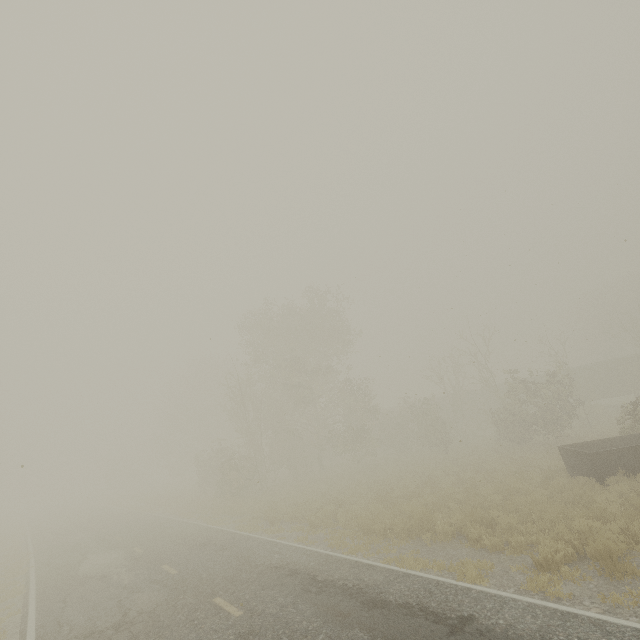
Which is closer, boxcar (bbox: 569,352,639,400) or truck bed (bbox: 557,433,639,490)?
truck bed (bbox: 557,433,639,490)

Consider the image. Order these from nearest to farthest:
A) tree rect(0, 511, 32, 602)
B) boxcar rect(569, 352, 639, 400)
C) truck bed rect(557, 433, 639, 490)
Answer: truck bed rect(557, 433, 639, 490)
tree rect(0, 511, 32, 602)
boxcar rect(569, 352, 639, 400)

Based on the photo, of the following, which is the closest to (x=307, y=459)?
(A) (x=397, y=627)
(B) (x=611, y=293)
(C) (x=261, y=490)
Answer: (C) (x=261, y=490)

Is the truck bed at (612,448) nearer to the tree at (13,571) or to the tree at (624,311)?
the tree at (13,571)

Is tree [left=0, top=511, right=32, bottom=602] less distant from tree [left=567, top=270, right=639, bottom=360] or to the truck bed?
tree [left=567, top=270, right=639, bottom=360]

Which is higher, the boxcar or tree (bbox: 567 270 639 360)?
tree (bbox: 567 270 639 360)

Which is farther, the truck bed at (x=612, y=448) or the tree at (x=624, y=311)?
the tree at (x=624, y=311)
